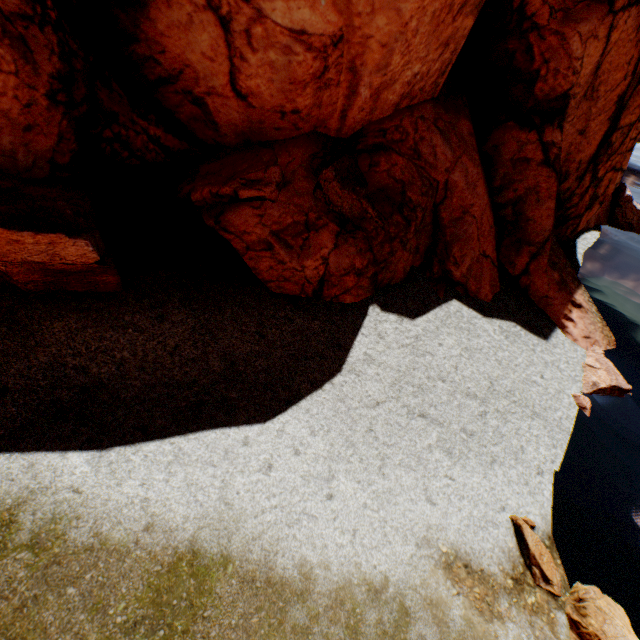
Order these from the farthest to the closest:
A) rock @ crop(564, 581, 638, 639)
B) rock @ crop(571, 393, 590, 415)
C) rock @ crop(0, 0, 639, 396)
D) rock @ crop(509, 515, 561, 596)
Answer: rock @ crop(571, 393, 590, 415), rock @ crop(0, 0, 639, 396), rock @ crop(509, 515, 561, 596), rock @ crop(564, 581, 638, 639)

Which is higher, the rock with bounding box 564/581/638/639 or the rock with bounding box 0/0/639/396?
the rock with bounding box 0/0/639/396

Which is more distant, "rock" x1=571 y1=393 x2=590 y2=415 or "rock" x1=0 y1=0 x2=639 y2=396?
"rock" x1=571 y1=393 x2=590 y2=415

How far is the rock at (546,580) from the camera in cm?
769

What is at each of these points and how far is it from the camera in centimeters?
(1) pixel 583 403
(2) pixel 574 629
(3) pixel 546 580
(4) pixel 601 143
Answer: (1) rock, 1236cm
(2) rock, 725cm
(3) rock, 771cm
(4) rock, 1777cm
